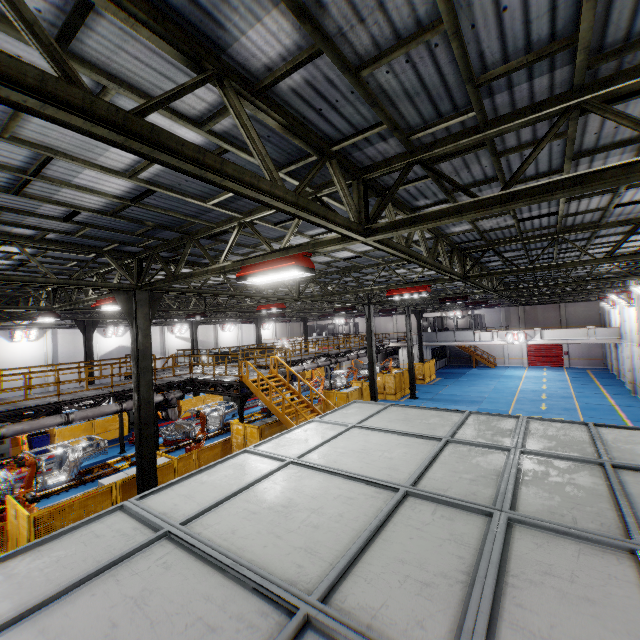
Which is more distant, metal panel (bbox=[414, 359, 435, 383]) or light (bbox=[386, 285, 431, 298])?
metal panel (bbox=[414, 359, 435, 383])

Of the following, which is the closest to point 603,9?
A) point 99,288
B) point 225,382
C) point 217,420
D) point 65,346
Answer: Answer: point 99,288

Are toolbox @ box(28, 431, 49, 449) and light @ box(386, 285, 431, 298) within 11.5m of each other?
no

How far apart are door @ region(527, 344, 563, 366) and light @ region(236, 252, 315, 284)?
45.45m

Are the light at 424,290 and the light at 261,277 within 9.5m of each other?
yes

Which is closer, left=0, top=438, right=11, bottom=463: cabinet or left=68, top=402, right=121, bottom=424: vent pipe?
left=68, top=402, right=121, bottom=424: vent pipe

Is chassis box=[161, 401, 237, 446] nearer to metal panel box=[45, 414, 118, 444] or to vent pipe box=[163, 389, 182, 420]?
vent pipe box=[163, 389, 182, 420]

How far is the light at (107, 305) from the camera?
10.1 meters
